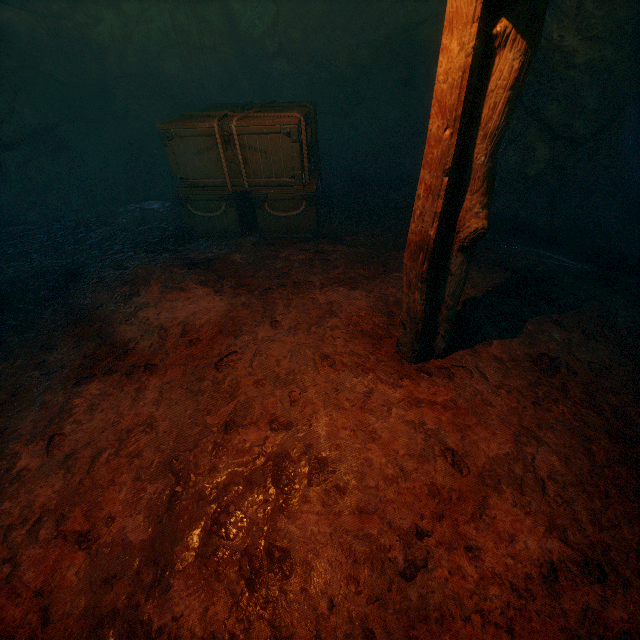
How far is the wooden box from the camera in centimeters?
442cm

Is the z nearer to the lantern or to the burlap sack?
the burlap sack

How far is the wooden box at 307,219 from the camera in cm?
442

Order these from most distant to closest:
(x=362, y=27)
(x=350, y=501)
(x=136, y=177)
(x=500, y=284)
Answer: (x=136, y=177) → (x=362, y=27) → (x=500, y=284) → (x=350, y=501)

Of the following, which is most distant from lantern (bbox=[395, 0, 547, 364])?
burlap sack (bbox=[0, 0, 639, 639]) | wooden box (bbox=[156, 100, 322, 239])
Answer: wooden box (bbox=[156, 100, 322, 239])

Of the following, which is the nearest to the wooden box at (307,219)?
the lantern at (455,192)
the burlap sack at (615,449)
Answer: the burlap sack at (615,449)

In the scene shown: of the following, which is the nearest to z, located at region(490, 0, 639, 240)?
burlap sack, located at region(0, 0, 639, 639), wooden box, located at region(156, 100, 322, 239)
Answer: burlap sack, located at region(0, 0, 639, 639)

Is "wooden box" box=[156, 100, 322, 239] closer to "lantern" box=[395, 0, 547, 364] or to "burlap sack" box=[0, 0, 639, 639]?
"burlap sack" box=[0, 0, 639, 639]
